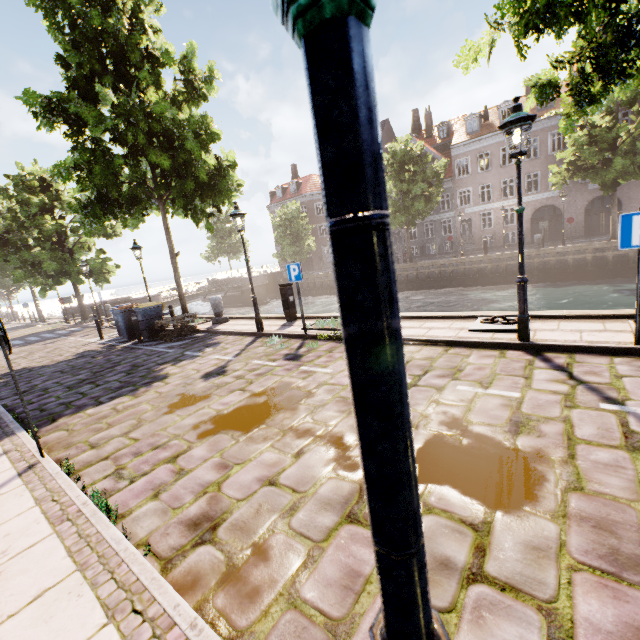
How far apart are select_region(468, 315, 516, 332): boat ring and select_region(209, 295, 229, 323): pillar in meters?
9.2 m

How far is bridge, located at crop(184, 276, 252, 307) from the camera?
32.12m

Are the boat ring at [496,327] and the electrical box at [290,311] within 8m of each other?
yes

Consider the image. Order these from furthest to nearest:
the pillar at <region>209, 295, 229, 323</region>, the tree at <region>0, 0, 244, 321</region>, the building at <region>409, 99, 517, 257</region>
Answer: the building at <region>409, 99, 517, 257</region> < the pillar at <region>209, 295, 229, 323</region> < the tree at <region>0, 0, 244, 321</region>

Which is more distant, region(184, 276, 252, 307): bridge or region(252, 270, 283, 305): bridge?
region(252, 270, 283, 305): bridge

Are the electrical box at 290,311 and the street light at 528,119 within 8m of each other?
yes

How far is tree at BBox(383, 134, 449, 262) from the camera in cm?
2609

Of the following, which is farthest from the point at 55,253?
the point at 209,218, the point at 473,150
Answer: the point at 473,150
